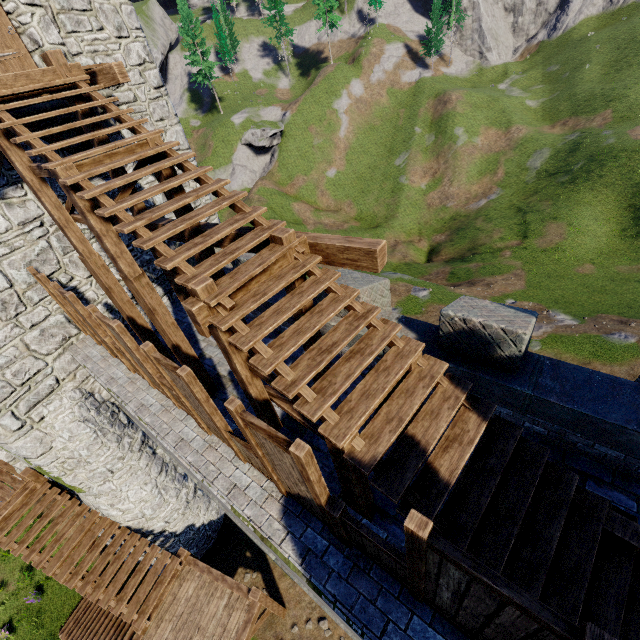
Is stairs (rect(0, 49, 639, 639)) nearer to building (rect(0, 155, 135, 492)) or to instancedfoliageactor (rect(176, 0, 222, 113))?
building (rect(0, 155, 135, 492))

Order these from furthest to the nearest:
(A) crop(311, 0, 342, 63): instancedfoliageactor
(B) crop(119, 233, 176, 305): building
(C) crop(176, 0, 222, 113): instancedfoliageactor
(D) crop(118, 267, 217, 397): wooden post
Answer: (A) crop(311, 0, 342, 63): instancedfoliageactor → (C) crop(176, 0, 222, 113): instancedfoliageactor → (B) crop(119, 233, 176, 305): building → (D) crop(118, 267, 217, 397): wooden post

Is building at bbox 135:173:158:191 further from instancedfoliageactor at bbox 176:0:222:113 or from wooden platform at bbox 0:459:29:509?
instancedfoliageactor at bbox 176:0:222:113

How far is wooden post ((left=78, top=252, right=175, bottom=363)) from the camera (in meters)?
6.90

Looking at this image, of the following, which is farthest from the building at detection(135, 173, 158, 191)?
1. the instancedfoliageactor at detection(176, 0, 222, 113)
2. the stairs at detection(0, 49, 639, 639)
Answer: the instancedfoliageactor at detection(176, 0, 222, 113)

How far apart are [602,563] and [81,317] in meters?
9.6

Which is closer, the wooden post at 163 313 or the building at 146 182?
the wooden post at 163 313

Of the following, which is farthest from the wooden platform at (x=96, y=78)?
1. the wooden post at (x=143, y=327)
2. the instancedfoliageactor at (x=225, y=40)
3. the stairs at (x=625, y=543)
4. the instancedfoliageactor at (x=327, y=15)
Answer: the instancedfoliageactor at (x=225, y=40)
